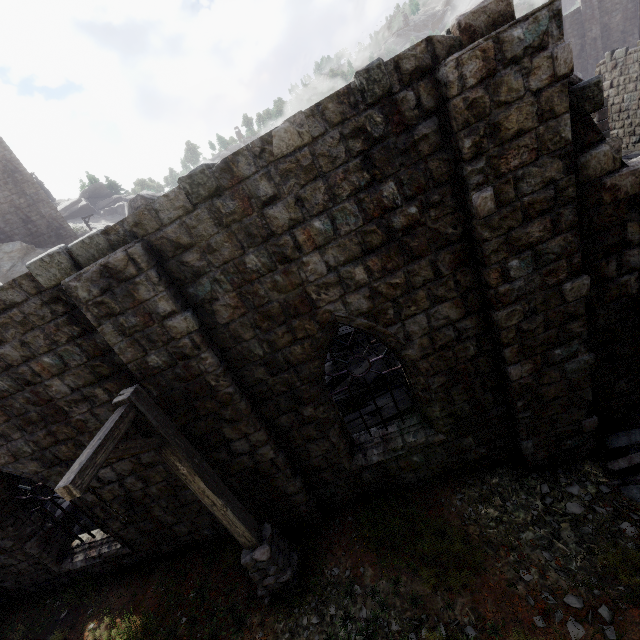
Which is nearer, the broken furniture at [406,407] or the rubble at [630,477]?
the rubble at [630,477]

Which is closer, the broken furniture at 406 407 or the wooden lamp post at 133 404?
the wooden lamp post at 133 404

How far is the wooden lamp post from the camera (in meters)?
3.50

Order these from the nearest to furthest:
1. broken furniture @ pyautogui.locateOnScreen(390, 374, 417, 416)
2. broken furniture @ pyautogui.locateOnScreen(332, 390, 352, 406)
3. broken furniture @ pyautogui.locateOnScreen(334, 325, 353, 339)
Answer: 1. broken furniture @ pyautogui.locateOnScreen(390, 374, 417, 416)
2. broken furniture @ pyautogui.locateOnScreen(332, 390, 352, 406)
3. broken furniture @ pyautogui.locateOnScreen(334, 325, 353, 339)

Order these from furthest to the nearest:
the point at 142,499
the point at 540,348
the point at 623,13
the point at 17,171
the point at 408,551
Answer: the point at 623,13 < the point at 17,171 < the point at 142,499 < the point at 408,551 < the point at 540,348

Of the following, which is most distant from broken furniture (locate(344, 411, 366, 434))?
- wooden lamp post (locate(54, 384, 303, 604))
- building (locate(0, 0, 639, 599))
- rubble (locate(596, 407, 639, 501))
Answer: rubble (locate(596, 407, 639, 501))

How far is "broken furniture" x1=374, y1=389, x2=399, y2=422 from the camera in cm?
813
